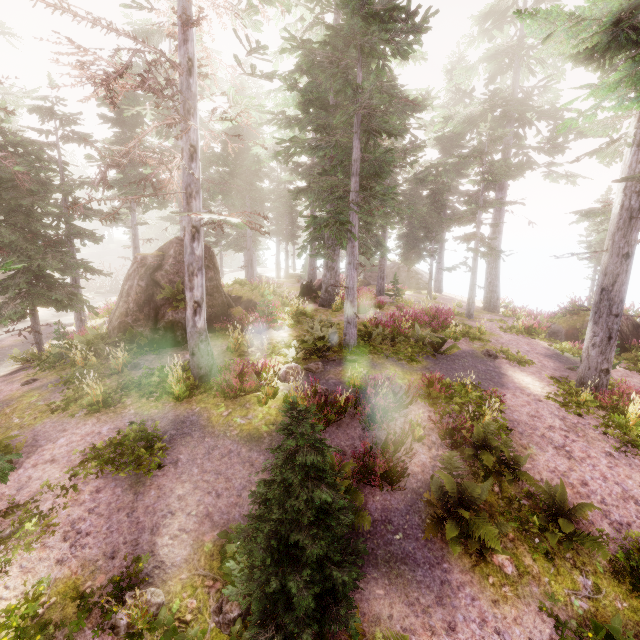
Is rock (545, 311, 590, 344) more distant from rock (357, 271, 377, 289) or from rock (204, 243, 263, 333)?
rock (357, 271, 377, 289)

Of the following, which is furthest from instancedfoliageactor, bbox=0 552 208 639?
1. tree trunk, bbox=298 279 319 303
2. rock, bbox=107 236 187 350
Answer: tree trunk, bbox=298 279 319 303

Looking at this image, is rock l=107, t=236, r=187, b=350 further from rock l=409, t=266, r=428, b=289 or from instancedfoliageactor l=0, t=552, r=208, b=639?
rock l=409, t=266, r=428, b=289

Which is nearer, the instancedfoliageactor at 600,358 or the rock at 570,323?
the instancedfoliageactor at 600,358

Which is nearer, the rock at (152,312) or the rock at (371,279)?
the rock at (152,312)

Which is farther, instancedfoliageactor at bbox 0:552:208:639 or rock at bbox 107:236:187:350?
rock at bbox 107:236:187:350

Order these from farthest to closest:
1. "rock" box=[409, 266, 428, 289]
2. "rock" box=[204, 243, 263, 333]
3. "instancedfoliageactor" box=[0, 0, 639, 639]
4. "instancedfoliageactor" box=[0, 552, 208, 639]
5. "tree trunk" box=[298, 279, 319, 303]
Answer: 1. "rock" box=[409, 266, 428, 289]
2. "tree trunk" box=[298, 279, 319, 303]
3. "rock" box=[204, 243, 263, 333]
4. "instancedfoliageactor" box=[0, 0, 639, 639]
5. "instancedfoliageactor" box=[0, 552, 208, 639]

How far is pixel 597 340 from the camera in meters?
10.9 m
